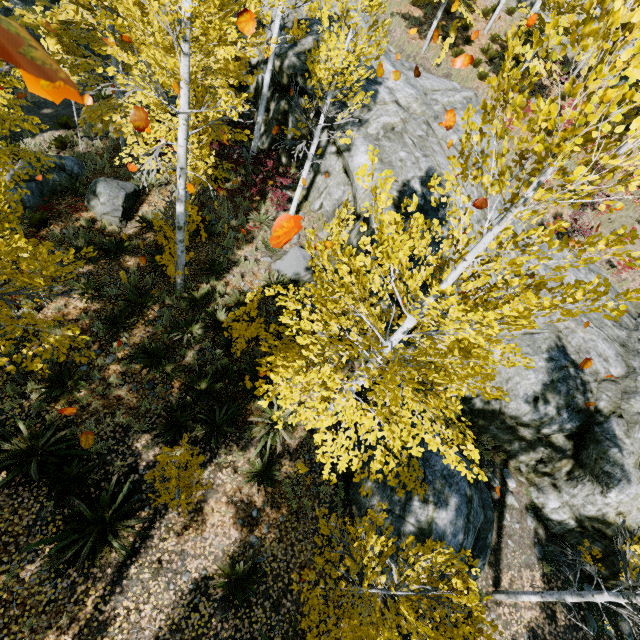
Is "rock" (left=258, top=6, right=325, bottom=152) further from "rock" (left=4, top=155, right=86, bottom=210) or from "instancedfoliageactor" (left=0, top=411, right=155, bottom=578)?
"rock" (left=4, top=155, right=86, bottom=210)

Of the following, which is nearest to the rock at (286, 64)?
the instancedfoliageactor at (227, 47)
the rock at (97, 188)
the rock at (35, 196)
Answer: the instancedfoliageactor at (227, 47)

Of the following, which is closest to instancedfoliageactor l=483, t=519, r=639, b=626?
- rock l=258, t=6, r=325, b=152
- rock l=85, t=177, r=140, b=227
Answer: rock l=258, t=6, r=325, b=152

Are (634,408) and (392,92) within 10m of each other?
no

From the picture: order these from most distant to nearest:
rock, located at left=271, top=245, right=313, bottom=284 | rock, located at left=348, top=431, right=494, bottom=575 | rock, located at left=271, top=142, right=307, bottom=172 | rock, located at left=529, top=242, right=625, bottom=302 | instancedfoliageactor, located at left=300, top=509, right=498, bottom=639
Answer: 1. rock, located at left=271, top=142, right=307, bottom=172
2. rock, located at left=529, top=242, right=625, bottom=302
3. rock, located at left=271, top=245, right=313, bottom=284
4. rock, located at left=348, top=431, right=494, bottom=575
5. instancedfoliageactor, located at left=300, top=509, right=498, bottom=639

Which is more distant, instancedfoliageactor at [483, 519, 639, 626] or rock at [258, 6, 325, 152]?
rock at [258, 6, 325, 152]
